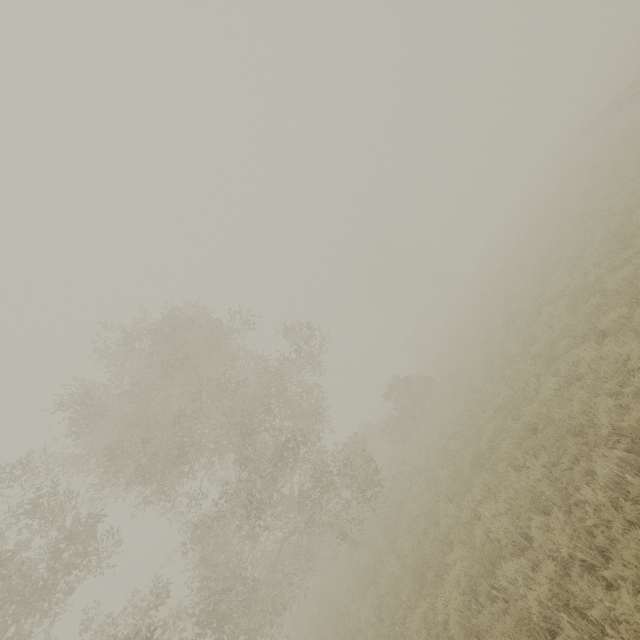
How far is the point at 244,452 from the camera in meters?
17.7 m
